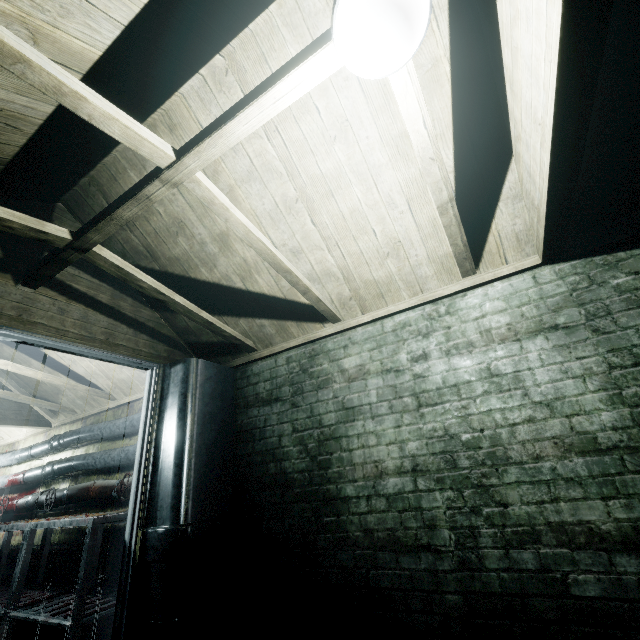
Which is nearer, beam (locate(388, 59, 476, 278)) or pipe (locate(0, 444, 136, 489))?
beam (locate(388, 59, 476, 278))

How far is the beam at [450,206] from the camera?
1.3m

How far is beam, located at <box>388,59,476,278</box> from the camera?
1.3 meters

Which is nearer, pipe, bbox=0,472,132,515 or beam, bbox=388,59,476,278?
beam, bbox=388,59,476,278

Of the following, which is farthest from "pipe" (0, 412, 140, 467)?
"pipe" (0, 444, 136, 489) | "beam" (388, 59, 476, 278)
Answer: "beam" (388, 59, 476, 278)

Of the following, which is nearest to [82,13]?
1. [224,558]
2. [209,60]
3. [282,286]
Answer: [209,60]

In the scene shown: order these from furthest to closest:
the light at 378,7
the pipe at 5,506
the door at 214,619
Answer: the pipe at 5,506 < the door at 214,619 < the light at 378,7

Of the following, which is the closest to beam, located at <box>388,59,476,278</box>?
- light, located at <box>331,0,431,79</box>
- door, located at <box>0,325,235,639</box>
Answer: light, located at <box>331,0,431,79</box>
